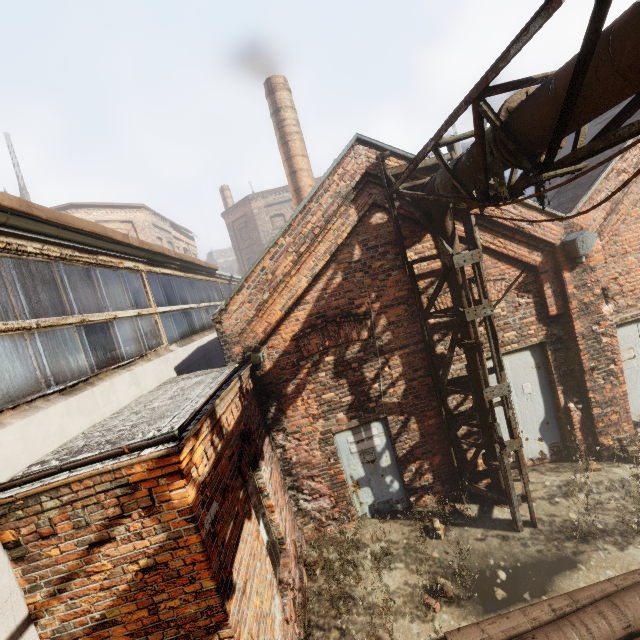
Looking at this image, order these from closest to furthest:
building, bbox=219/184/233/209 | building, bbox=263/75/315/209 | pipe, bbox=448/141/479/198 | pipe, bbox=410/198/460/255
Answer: pipe, bbox=448/141/479/198 → pipe, bbox=410/198/460/255 → building, bbox=263/75/315/209 → building, bbox=219/184/233/209

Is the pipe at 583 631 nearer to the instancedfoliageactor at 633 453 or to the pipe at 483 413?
the instancedfoliageactor at 633 453

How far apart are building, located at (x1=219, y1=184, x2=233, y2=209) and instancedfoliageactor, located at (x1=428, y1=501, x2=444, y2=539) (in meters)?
29.47

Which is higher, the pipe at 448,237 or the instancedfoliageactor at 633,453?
the pipe at 448,237

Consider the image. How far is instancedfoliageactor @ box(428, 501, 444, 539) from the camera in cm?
566

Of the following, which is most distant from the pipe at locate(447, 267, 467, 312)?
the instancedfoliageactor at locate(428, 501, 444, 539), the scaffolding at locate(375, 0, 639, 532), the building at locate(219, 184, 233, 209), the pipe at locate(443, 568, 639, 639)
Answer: the building at locate(219, 184, 233, 209)

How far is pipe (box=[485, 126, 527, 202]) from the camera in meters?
3.3 m

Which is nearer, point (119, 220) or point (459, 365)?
point (459, 365)
